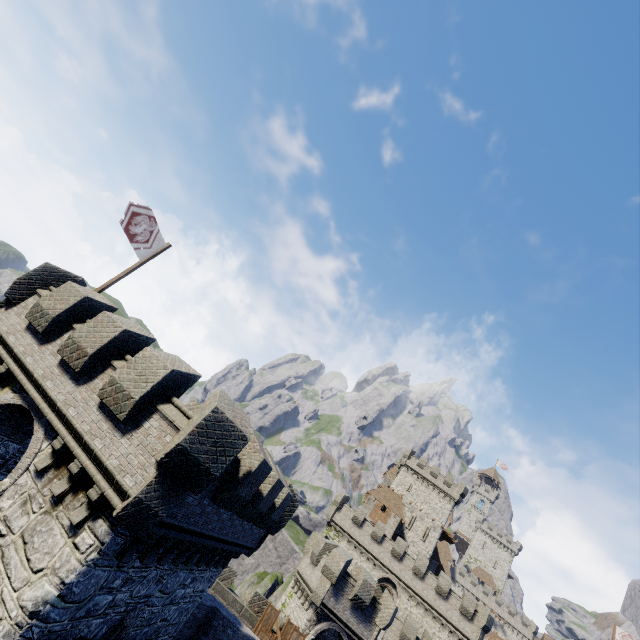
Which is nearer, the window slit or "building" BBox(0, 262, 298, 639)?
"building" BBox(0, 262, 298, 639)

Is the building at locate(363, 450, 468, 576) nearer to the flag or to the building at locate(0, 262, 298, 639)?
the building at locate(0, 262, 298, 639)

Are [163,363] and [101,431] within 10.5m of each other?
yes

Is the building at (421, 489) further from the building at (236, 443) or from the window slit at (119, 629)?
the window slit at (119, 629)

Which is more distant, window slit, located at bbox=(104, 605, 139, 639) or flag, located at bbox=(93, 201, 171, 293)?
flag, located at bbox=(93, 201, 171, 293)

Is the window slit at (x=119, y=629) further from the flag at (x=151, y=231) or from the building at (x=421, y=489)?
the building at (x=421, y=489)

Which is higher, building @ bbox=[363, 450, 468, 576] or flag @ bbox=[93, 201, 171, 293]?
building @ bbox=[363, 450, 468, 576]

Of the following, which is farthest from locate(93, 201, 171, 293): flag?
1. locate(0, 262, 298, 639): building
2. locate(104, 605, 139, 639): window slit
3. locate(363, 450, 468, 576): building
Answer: locate(363, 450, 468, 576): building
